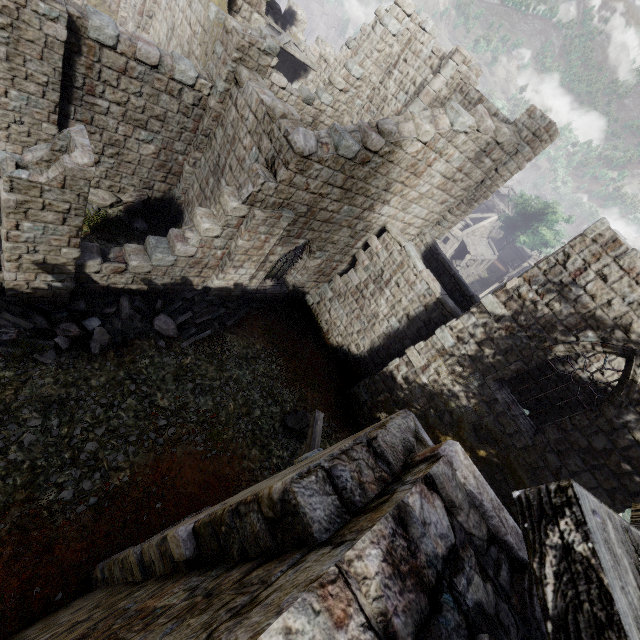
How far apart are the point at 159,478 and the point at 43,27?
11.65m

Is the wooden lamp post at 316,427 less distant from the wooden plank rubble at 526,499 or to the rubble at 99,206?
the wooden plank rubble at 526,499

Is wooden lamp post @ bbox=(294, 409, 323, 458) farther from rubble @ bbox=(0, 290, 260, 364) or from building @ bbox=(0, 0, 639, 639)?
rubble @ bbox=(0, 290, 260, 364)

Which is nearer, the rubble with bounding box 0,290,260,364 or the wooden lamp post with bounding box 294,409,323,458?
the wooden lamp post with bounding box 294,409,323,458

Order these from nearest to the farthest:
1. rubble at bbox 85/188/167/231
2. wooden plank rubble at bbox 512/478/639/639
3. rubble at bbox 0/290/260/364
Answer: wooden plank rubble at bbox 512/478/639/639
rubble at bbox 0/290/260/364
rubble at bbox 85/188/167/231

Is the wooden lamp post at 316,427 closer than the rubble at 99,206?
Yes

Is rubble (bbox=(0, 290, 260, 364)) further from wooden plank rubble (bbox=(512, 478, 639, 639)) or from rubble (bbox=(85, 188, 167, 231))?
wooden plank rubble (bbox=(512, 478, 639, 639))

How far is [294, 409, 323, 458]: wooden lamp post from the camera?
5.76m
